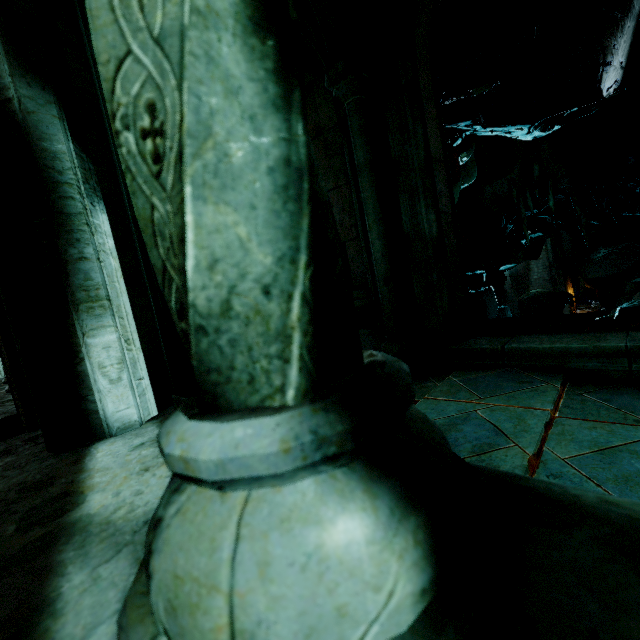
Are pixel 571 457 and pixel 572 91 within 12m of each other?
yes

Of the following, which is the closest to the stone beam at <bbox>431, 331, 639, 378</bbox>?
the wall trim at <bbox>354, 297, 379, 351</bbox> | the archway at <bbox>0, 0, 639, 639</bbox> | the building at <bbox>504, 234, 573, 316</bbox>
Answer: the archway at <bbox>0, 0, 639, 639</bbox>

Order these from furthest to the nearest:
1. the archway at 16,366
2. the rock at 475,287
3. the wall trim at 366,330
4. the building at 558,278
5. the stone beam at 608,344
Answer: the building at 558,278, the rock at 475,287, the wall trim at 366,330, the stone beam at 608,344, the archway at 16,366

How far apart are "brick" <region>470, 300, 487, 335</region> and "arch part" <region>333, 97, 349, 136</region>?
2.5 meters

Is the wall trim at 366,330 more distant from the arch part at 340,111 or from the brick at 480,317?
the arch part at 340,111

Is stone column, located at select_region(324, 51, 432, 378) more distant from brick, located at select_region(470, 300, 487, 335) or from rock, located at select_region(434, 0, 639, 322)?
rock, located at select_region(434, 0, 639, 322)

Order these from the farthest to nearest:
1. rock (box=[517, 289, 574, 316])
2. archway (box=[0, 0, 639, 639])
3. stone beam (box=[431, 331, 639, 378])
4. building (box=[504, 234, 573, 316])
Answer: building (box=[504, 234, 573, 316]) → rock (box=[517, 289, 574, 316]) → stone beam (box=[431, 331, 639, 378]) → archway (box=[0, 0, 639, 639])

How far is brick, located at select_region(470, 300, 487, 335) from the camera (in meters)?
4.22
